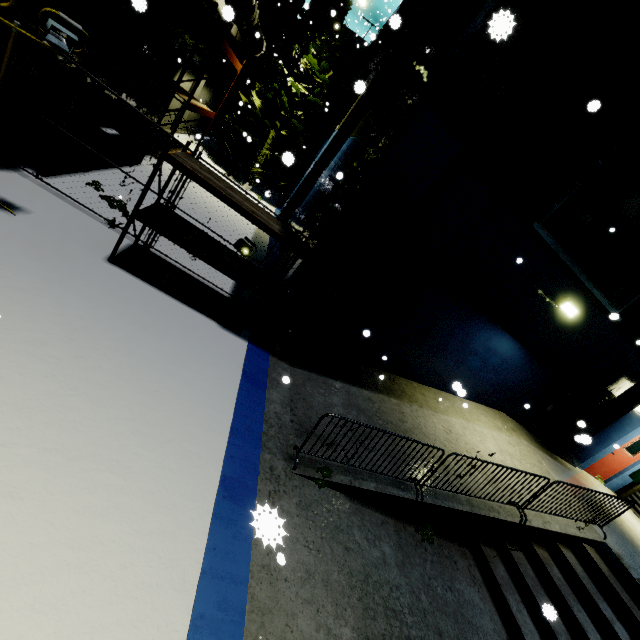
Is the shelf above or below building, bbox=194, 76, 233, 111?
below

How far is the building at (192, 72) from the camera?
14.4 meters

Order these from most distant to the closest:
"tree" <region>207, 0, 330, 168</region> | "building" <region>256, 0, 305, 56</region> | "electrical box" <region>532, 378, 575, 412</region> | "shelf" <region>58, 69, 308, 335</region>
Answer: "building" <region>256, 0, 305, 56</region>
"tree" <region>207, 0, 330, 168</region>
"electrical box" <region>532, 378, 575, 412</region>
"shelf" <region>58, 69, 308, 335</region>

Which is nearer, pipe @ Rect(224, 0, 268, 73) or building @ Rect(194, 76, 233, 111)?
pipe @ Rect(224, 0, 268, 73)

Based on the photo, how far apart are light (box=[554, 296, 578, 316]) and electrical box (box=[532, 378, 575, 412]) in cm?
241

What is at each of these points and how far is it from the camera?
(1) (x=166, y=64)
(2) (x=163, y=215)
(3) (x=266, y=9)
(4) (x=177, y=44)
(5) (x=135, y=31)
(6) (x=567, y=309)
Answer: (1) building, 12.31m
(2) shelf, 5.63m
(3) building, 19.52m
(4) building, 12.17m
(5) building, 9.09m
(6) light, 7.21m

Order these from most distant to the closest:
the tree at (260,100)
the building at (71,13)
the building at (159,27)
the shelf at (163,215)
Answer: the tree at (260,100)
the building at (159,27)
the building at (71,13)
the shelf at (163,215)

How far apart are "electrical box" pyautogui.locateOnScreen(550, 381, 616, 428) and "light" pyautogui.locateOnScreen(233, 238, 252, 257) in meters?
9.7
